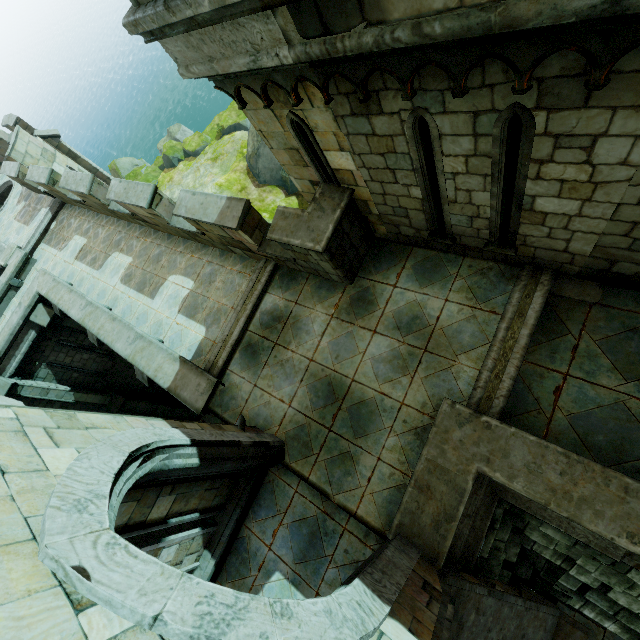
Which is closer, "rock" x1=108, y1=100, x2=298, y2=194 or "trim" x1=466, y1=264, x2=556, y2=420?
"trim" x1=466, y1=264, x2=556, y2=420

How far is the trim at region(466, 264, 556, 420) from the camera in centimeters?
489cm

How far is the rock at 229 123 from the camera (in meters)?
23.84

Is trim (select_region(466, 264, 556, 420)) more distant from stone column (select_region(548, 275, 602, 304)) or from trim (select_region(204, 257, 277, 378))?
A: trim (select_region(204, 257, 277, 378))

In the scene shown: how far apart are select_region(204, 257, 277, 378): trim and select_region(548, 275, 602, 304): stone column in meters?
5.5

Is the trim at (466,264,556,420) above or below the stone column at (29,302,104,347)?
above

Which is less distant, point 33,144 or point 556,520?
point 556,520

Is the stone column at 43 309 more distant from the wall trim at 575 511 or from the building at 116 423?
the wall trim at 575 511
